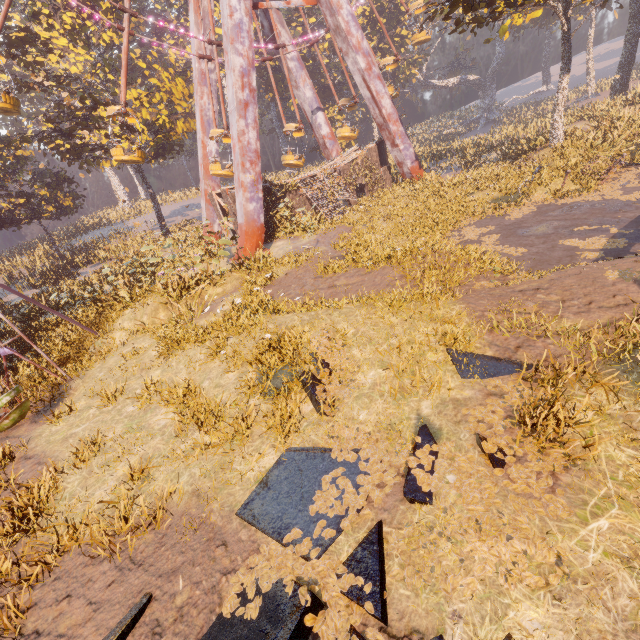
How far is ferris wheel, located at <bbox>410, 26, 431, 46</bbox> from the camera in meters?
26.8

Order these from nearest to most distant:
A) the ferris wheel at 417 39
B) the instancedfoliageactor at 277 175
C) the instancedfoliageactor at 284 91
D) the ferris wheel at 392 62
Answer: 1. the instancedfoliageactor at 277 175
2. the ferris wheel at 392 62
3. the ferris wheel at 417 39
4. the instancedfoliageactor at 284 91

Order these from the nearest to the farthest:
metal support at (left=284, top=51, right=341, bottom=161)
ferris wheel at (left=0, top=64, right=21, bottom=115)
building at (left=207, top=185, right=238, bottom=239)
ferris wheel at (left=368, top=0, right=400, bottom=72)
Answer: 1. ferris wheel at (left=0, top=64, right=21, bottom=115)
2. building at (left=207, top=185, right=238, bottom=239)
3. ferris wheel at (left=368, top=0, right=400, bottom=72)
4. metal support at (left=284, top=51, right=341, bottom=161)

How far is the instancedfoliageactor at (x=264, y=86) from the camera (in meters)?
43.09

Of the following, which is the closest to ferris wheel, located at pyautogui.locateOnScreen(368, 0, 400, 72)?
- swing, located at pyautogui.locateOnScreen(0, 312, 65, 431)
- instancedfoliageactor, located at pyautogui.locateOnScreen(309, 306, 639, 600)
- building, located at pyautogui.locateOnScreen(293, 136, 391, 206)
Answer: building, located at pyautogui.locateOnScreen(293, 136, 391, 206)

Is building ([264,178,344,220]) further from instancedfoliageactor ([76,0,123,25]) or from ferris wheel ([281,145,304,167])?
ferris wheel ([281,145,304,167])

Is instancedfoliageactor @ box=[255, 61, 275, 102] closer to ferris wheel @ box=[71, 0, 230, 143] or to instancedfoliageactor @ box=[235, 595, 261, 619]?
ferris wheel @ box=[71, 0, 230, 143]

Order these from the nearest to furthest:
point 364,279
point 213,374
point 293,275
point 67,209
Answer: point 213,374
point 364,279
point 293,275
point 67,209
